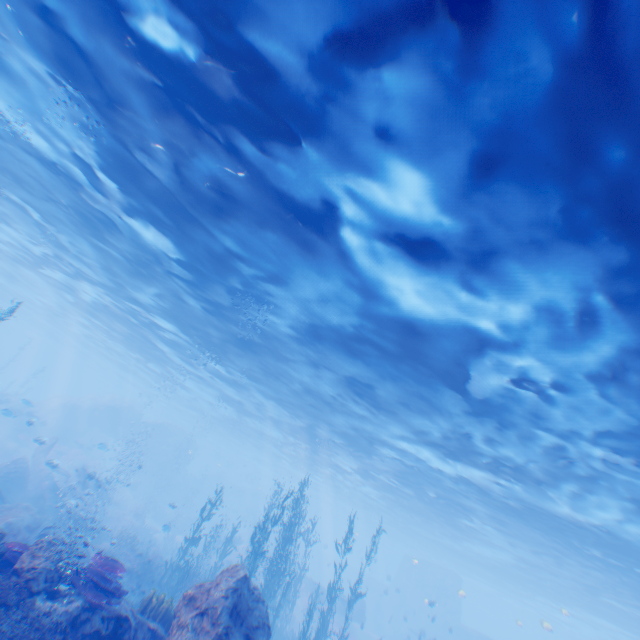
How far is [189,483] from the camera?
43.0m

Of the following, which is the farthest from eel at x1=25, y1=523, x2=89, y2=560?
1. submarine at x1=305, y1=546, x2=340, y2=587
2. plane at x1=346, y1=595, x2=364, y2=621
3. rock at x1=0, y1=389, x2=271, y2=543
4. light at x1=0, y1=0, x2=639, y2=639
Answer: → plane at x1=346, y1=595, x2=364, y2=621

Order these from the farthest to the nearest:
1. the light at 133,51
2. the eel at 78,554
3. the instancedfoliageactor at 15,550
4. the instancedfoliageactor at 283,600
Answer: the instancedfoliageactor at 283,600 → the eel at 78,554 → the instancedfoliageactor at 15,550 → the light at 133,51

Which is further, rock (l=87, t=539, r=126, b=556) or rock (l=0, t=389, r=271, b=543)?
rock (l=0, t=389, r=271, b=543)

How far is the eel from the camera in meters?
11.7

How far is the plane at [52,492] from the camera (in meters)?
17.08

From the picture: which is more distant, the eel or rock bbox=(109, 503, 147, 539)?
rock bbox=(109, 503, 147, 539)

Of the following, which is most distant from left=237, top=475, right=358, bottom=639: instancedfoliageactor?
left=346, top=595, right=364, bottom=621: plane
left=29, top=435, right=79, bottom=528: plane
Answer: left=346, top=595, right=364, bottom=621: plane
